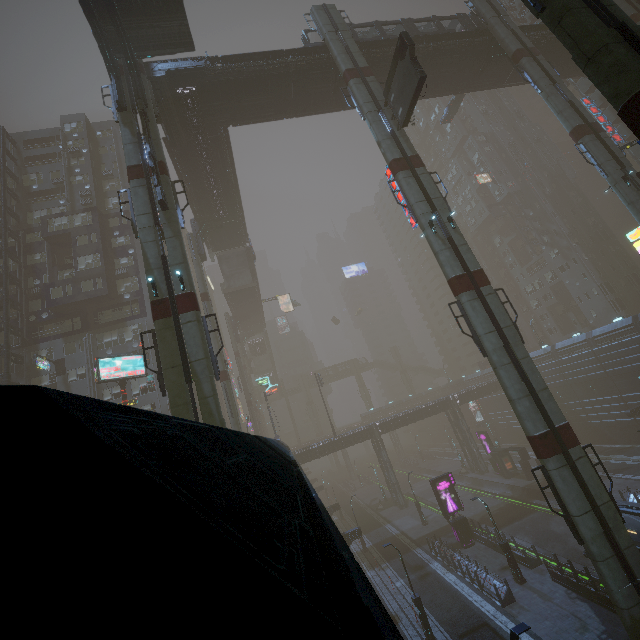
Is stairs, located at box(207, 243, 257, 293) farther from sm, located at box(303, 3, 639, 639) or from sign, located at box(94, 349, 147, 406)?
sign, located at box(94, 349, 147, 406)

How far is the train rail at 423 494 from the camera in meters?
43.8 m

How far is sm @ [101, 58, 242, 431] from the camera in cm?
1480

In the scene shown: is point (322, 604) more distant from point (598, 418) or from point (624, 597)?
point (598, 418)

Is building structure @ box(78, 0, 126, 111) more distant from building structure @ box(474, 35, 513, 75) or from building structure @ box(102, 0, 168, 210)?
building structure @ box(474, 35, 513, 75)

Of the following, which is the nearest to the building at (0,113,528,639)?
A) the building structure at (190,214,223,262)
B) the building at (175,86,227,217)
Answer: the building structure at (190,214,223,262)

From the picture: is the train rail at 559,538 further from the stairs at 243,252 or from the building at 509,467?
the stairs at 243,252

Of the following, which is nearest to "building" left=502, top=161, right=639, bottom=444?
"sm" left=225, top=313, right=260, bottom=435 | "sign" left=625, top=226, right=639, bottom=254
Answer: "sign" left=625, top=226, right=639, bottom=254
